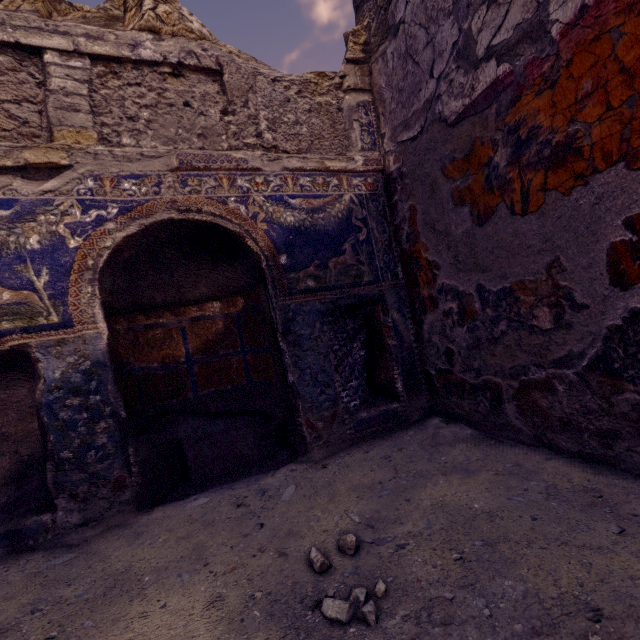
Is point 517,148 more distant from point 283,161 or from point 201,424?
point 201,424
